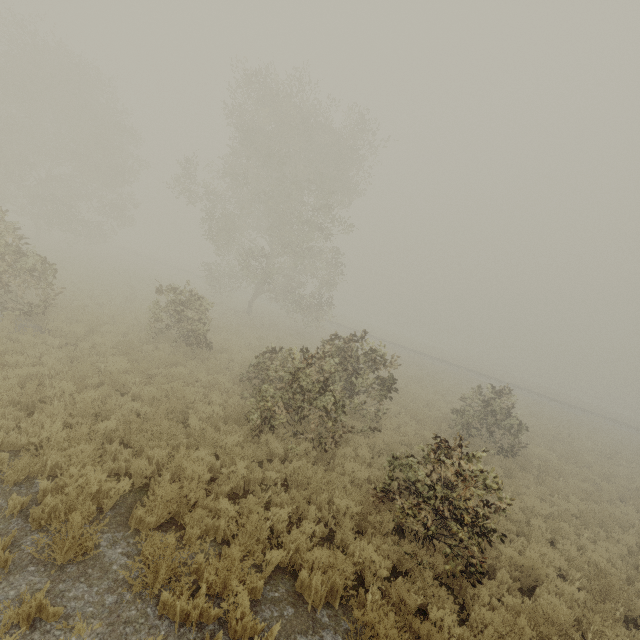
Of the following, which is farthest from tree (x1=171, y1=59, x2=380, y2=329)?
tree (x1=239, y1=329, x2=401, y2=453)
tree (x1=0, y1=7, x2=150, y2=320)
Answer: tree (x1=0, y1=7, x2=150, y2=320)

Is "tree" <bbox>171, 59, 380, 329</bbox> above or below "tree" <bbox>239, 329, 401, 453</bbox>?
above

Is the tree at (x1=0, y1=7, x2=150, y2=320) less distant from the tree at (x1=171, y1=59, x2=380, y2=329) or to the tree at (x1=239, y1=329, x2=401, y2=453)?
the tree at (x1=171, y1=59, x2=380, y2=329)

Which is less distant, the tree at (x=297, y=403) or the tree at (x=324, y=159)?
the tree at (x=297, y=403)

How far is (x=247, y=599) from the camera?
4.3 meters

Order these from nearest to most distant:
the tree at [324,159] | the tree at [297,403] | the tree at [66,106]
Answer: the tree at [297,403] → the tree at [66,106] → the tree at [324,159]
